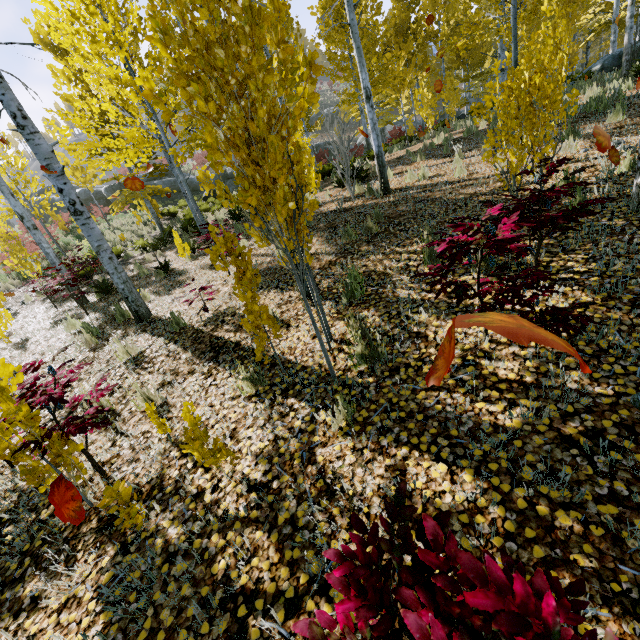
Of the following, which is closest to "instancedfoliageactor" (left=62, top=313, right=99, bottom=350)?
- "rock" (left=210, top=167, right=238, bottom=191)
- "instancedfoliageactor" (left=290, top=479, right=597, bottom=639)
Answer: "instancedfoliageactor" (left=290, top=479, right=597, bottom=639)

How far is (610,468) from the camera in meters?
1.8

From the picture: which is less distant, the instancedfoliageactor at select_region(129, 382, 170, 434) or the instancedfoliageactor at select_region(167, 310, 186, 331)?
the instancedfoliageactor at select_region(129, 382, 170, 434)

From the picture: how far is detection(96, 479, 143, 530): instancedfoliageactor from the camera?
2.24m

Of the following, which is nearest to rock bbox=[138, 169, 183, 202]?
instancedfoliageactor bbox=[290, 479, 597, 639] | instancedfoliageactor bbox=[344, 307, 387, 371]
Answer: instancedfoliageactor bbox=[344, 307, 387, 371]

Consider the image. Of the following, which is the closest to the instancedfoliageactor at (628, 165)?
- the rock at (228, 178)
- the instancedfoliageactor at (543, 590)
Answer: the instancedfoliageactor at (543, 590)

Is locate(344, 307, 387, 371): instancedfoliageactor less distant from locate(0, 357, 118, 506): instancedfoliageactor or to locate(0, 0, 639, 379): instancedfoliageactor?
locate(0, 357, 118, 506): instancedfoliageactor

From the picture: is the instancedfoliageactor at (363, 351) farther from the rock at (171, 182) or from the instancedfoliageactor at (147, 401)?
the rock at (171, 182)
